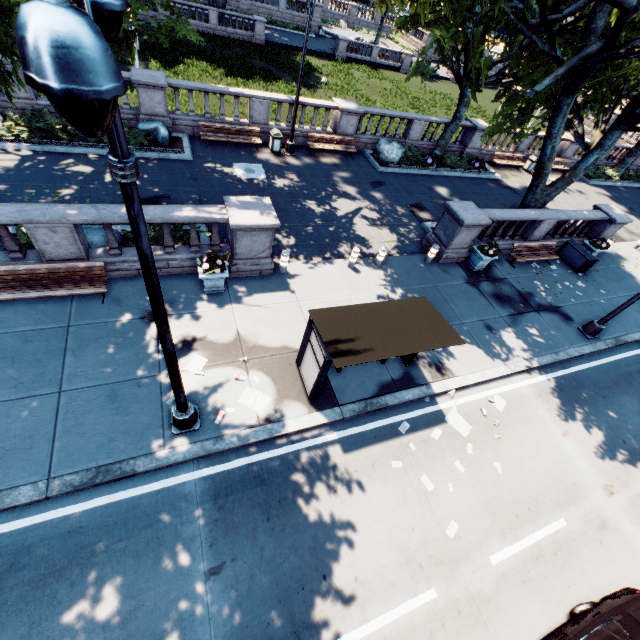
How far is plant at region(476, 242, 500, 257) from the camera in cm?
1310

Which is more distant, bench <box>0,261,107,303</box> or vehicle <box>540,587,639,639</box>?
bench <box>0,261,107,303</box>

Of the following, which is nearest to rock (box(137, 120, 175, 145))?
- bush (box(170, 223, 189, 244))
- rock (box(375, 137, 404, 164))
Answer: bush (box(170, 223, 189, 244))

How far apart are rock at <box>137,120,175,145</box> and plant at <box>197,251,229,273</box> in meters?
9.1 m

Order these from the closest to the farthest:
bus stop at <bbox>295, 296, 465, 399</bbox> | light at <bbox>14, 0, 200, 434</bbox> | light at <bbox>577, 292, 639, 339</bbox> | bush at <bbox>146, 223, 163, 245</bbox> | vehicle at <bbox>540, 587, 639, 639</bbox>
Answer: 1. light at <bbox>14, 0, 200, 434</bbox>
2. vehicle at <bbox>540, 587, 639, 639</bbox>
3. bus stop at <bbox>295, 296, 465, 399</bbox>
4. bush at <bbox>146, 223, 163, 245</bbox>
5. light at <bbox>577, 292, 639, 339</bbox>

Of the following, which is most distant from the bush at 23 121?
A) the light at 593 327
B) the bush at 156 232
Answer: the light at 593 327

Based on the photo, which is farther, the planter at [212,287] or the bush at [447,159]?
the bush at [447,159]

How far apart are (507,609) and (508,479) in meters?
2.8 m
